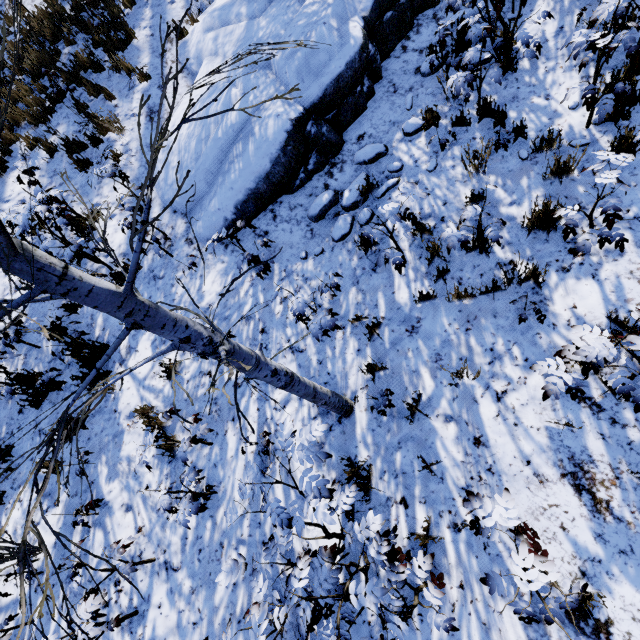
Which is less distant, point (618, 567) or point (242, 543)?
point (618, 567)

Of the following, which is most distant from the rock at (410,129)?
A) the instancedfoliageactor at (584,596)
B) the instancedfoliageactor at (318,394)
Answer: the instancedfoliageactor at (584,596)

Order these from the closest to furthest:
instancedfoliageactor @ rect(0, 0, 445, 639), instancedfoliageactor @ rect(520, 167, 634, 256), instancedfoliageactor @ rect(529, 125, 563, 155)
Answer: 1. instancedfoliageactor @ rect(0, 0, 445, 639)
2. instancedfoliageactor @ rect(520, 167, 634, 256)
3. instancedfoliageactor @ rect(529, 125, 563, 155)

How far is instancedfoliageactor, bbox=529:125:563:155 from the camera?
3.9 meters

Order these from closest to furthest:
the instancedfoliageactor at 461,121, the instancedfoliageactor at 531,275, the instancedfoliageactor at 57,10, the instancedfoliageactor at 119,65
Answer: the instancedfoliageactor at 531,275, the instancedfoliageactor at 461,121, the instancedfoliageactor at 119,65, the instancedfoliageactor at 57,10

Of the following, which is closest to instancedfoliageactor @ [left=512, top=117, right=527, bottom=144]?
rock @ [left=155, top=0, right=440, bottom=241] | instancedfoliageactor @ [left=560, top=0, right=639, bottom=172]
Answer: instancedfoliageactor @ [left=560, top=0, right=639, bottom=172]
